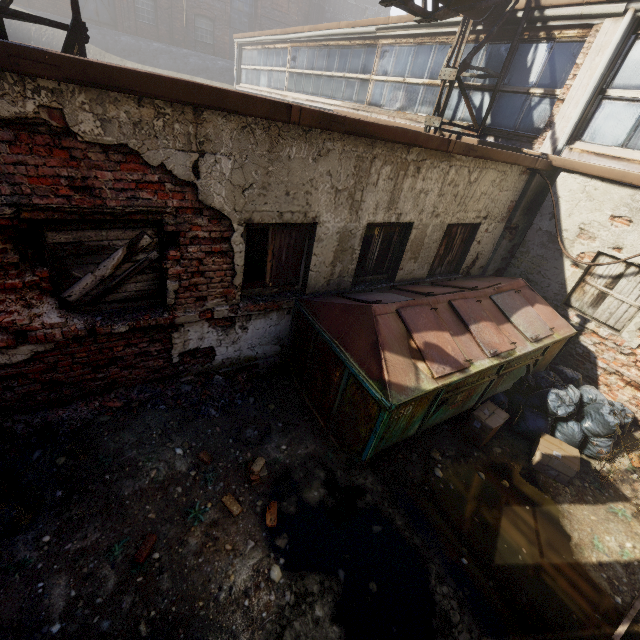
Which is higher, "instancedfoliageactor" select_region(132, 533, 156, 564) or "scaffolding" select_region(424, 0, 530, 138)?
"scaffolding" select_region(424, 0, 530, 138)

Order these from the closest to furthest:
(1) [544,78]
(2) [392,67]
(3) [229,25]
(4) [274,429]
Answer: (4) [274,429]
(1) [544,78]
(2) [392,67]
(3) [229,25]

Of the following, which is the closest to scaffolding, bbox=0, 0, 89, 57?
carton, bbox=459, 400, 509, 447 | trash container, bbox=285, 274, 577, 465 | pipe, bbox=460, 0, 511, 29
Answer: pipe, bbox=460, 0, 511, 29

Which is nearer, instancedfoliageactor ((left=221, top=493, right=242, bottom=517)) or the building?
instancedfoliageactor ((left=221, top=493, right=242, bottom=517))

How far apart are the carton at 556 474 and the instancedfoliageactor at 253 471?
3.93m

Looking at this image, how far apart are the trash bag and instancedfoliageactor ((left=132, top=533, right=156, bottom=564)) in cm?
506

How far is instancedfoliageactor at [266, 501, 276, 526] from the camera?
3.48m

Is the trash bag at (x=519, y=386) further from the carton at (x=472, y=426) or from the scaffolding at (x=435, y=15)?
the scaffolding at (x=435, y=15)
